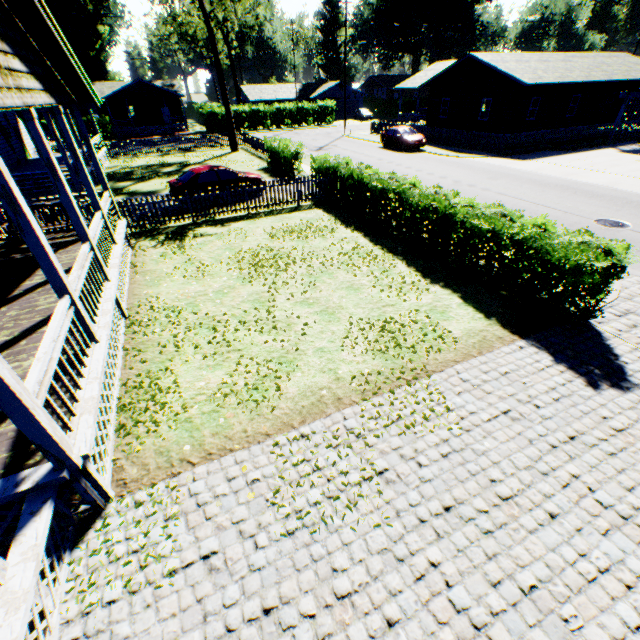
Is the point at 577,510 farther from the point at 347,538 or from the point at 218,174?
the point at 218,174

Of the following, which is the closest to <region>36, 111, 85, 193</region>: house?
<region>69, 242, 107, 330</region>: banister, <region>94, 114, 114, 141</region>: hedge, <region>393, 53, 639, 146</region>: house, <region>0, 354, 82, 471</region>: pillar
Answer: <region>69, 242, 107, 330</region>: banister

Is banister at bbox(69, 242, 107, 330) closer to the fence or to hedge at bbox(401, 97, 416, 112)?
the fence

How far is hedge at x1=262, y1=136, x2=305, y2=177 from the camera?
20.2m

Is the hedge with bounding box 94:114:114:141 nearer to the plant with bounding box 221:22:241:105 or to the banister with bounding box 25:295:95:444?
the plant with bounding box 221:22:241:105

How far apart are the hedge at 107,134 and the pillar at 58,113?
43.3m

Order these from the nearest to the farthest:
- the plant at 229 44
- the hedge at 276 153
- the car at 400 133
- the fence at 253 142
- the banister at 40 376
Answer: the banister at 40 376
the hedge at 276 153
the car at 400 133
the fence at 253 142
the plant at 229 44

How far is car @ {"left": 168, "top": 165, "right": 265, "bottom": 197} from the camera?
15.4m
